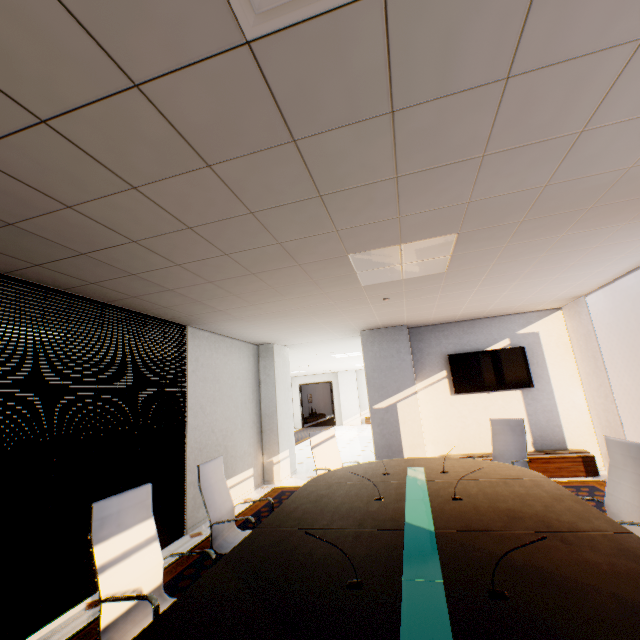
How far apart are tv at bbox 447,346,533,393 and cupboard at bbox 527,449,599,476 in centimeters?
117cm

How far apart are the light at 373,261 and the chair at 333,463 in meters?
2.5 m

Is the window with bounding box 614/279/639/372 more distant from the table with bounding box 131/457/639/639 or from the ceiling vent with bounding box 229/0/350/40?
the ceiling vent with bounding box 229/0/350/40

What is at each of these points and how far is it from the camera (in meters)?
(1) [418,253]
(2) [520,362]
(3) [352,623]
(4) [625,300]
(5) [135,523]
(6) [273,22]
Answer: (1) light, 3.18
(2) tv, 6.30
(3) table, 1.38
(4) window, 5.24
(5) chair, 2.25
(6) ceiling vent, 1.12

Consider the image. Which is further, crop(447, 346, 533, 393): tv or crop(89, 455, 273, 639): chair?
crop(447, 346, 533, 393): tv

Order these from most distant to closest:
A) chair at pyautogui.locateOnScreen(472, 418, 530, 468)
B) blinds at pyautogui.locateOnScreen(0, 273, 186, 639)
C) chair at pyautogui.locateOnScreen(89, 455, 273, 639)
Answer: chair at pyautogui.locateOnScreen(472, 418, 530, 468) → blinds at pyautogui.locateOnScreen(0, 273, 186, 639) → chair at pyautogui.locateOnScreen(89, 455, 273, 639)

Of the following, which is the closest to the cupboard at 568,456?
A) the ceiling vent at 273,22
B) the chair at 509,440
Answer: the chair at 509,440

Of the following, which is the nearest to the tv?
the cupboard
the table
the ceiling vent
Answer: the cupboard
